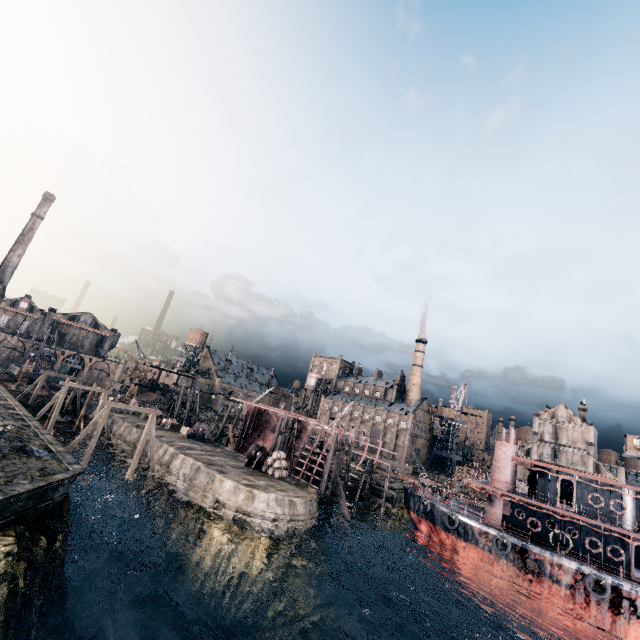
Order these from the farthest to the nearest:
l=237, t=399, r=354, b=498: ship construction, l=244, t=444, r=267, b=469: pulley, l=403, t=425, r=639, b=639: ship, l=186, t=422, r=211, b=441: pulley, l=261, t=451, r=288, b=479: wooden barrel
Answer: l=186, t=422, r=211, b=441: pulley → l=237, t=399, r=354, b=498: ship construction → l=244, t=444, r=267, b=469: pulley → l=261, t=451, r=288, b=479: wooden barrel → l=403, t=425, r=639, b=639: ship

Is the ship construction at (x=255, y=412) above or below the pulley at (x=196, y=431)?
above

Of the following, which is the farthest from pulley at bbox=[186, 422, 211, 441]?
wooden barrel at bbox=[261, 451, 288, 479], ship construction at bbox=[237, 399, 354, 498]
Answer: wooden barrel at bbox=[261, 451, 288, 479]

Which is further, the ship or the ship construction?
the ship construction

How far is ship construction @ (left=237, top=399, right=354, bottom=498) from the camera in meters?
45.2 m

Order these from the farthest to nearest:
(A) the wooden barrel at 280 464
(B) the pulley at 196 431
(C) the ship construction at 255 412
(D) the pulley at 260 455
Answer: (B) the pulley at 196 431 < (C) the ship construction at 255 412 < (D) the pulley at 260 455 < (A) the wooden barrel at 280 464

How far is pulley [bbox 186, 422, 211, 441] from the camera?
47.1 meters

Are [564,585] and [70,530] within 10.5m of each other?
no
